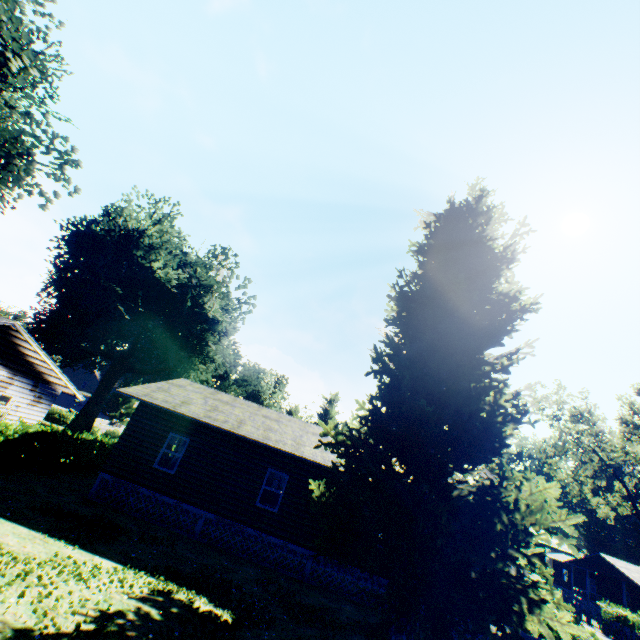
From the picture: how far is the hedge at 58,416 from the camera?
35.2m

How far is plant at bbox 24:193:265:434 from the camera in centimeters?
2569cm

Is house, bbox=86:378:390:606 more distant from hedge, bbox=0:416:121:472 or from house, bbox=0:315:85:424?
house, bbox=0:315:85:424

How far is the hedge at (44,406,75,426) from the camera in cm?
3515

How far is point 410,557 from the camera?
9.12m

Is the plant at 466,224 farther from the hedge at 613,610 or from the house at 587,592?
the house at 587,592

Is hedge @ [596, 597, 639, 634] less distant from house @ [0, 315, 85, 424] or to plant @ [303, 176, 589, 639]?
plant @ [303, 176, 589, 639]

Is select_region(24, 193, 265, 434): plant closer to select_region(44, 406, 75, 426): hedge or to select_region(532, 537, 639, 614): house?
select_region(44, 406, 75, 426): hedge
